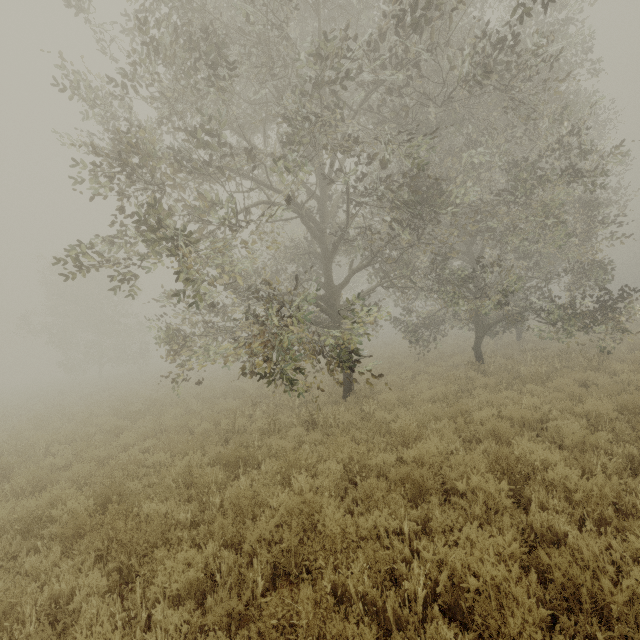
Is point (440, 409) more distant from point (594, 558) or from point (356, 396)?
point (594, 558)

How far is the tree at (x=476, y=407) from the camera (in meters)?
7.24

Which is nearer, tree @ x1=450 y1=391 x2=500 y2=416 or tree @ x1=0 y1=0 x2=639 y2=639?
tree @ x1=0 y1=0 x2=639 y2=639

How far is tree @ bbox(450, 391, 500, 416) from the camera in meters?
7.2

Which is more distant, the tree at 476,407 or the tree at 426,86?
the tree at 476,407
